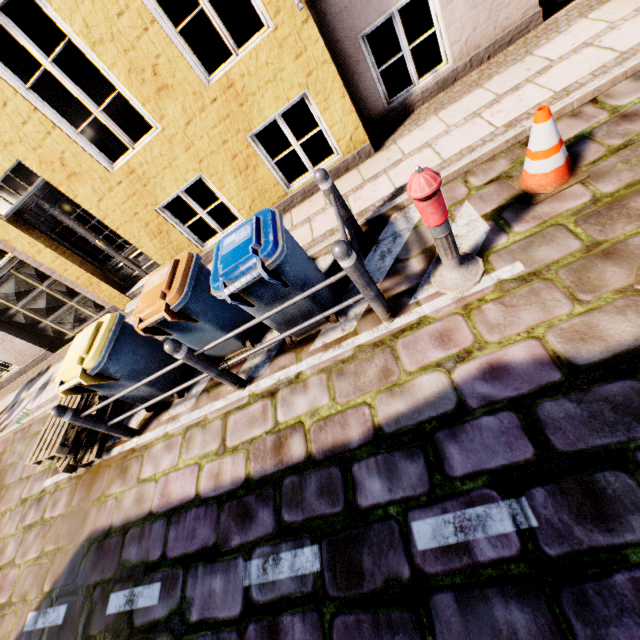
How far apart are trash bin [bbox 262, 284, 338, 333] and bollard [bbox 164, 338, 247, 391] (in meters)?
0.69

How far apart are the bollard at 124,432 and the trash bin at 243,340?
1.5 meters

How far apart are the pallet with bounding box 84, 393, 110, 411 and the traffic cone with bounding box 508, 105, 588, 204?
6.16m

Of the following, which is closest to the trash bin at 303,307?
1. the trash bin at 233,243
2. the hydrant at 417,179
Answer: the trash bin at 233,243

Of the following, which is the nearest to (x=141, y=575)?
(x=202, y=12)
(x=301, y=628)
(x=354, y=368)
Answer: (x=301, y=628)

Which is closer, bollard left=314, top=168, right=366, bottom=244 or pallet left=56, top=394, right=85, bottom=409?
bollard left=314, top=168, right=366, bottom=244

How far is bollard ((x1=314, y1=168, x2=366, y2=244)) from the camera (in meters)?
3.53

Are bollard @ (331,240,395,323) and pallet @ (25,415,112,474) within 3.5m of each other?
no
